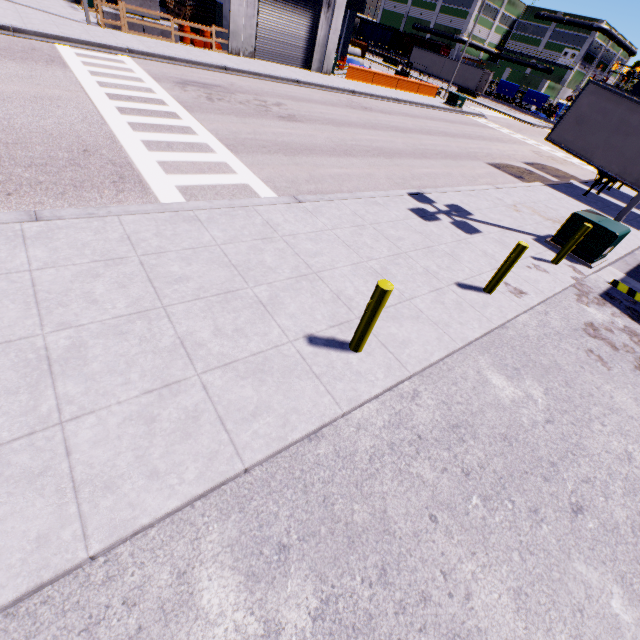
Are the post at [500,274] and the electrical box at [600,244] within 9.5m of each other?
yes

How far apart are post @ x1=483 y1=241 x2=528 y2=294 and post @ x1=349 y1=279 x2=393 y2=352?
3.5m

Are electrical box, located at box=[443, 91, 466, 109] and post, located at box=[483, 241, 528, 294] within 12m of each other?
no

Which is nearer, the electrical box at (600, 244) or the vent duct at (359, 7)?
the electrical box at (600, 244)

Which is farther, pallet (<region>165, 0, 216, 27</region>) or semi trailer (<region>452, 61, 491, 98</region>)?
semi trailer (<region>452, 61, 491, 98</region>)

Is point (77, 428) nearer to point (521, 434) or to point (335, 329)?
point (335, 329)

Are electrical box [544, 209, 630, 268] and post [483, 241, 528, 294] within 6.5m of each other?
yes

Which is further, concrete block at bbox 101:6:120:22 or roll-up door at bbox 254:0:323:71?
roll-up door at bbox 254:0:323:71
